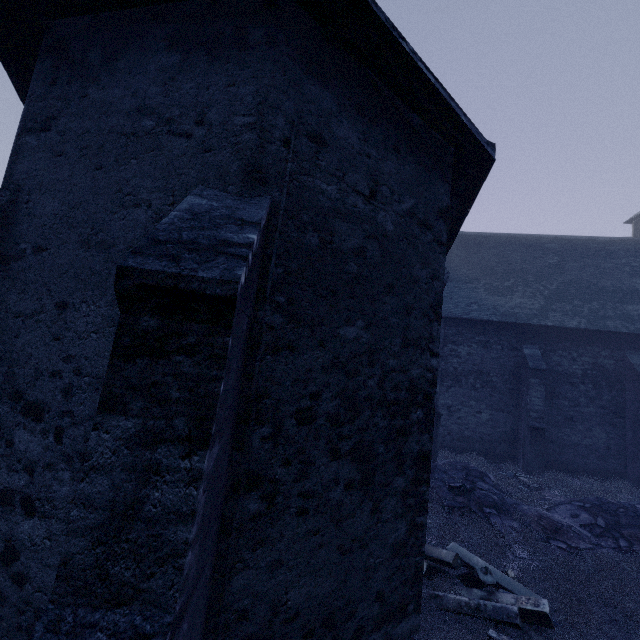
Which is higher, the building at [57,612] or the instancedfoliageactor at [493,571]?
the building at [57,612]

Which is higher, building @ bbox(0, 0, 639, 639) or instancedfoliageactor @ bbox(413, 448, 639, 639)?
building @ bbox(0, 0, 639, 639)

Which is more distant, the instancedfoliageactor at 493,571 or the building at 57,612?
the instancedfoliageactor at 493,571

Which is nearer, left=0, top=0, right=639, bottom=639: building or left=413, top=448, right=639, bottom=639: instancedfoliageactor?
left=0, top=0, right=639, bottom=639: building

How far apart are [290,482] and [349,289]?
2.1m
